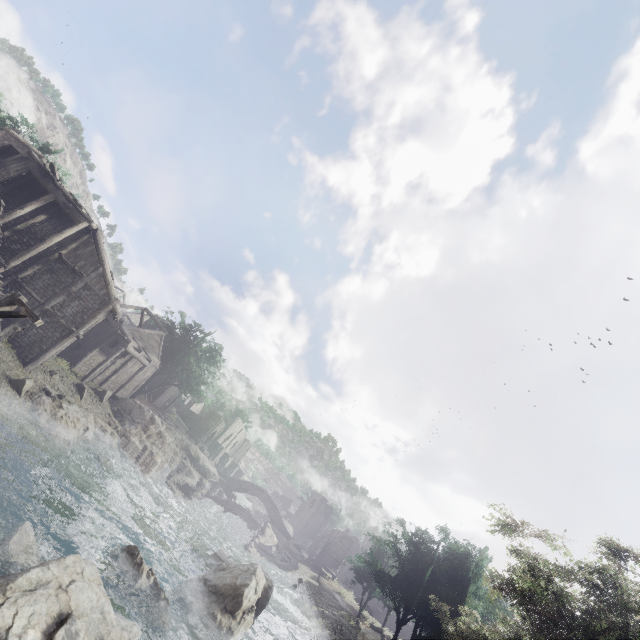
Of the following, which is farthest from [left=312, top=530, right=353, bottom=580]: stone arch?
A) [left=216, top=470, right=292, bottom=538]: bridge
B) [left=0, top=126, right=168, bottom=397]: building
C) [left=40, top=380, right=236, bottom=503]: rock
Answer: [left=40, top=380, right=236, bottom=503]: rock

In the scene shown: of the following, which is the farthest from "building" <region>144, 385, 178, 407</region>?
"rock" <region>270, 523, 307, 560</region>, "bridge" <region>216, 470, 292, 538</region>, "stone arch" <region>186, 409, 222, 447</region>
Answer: "rock" <region>270, 523, 307, 560</region>

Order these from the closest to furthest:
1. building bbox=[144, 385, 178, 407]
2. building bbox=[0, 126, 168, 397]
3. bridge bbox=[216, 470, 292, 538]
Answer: building bbox=[0, 126, 168, 397] < building bbox=[144, 385, 178, 407] < bridge bbox=[216, 470, 292, 538]

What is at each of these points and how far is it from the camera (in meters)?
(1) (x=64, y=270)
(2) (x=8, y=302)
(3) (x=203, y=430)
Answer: (1) building, 22.58
(2) wooden lamp post, 9.66
(3) stone arch, 57.81

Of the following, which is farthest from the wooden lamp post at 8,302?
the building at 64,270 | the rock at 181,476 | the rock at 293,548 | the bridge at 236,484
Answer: the bridge at 236,484

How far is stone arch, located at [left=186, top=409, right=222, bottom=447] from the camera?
57.1 meters

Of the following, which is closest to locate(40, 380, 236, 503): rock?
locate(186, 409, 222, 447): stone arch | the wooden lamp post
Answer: locate(186, 409, 222, 447): stone arch

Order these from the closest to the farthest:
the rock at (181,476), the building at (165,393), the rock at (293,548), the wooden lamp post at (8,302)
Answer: the wooden lamp post at (8,302) < the rock at (181,476) < the rock at (293,548) < the building at (165,393)
